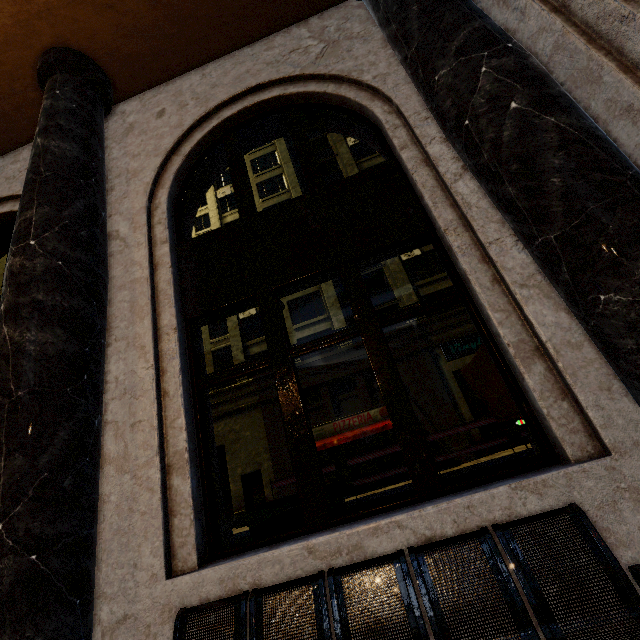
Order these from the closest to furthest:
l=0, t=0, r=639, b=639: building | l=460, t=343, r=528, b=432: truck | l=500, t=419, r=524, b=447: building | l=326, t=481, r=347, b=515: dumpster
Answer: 1. l=0, t=0, r=639, b=639: building
2. l=326, t=481, r=347, b=515: dumpster
3. l=460, t=343, r=528, b=432: truck
4. l=500, t=419, r=524, b=447: building

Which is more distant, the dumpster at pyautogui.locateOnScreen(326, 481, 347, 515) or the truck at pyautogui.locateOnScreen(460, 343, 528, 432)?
the truck at pyautogui.locateOnScreen(460, 343, 528, 432)

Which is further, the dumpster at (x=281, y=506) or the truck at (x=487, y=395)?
the truck at (x=487, y=395)

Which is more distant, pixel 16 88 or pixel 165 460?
pixel 16 88

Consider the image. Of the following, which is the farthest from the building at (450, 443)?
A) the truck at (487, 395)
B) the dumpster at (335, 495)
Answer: the truck at (487, 395)

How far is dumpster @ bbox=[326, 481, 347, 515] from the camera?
4.4m

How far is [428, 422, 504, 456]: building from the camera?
14.55m

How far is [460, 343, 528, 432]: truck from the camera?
8.46m
